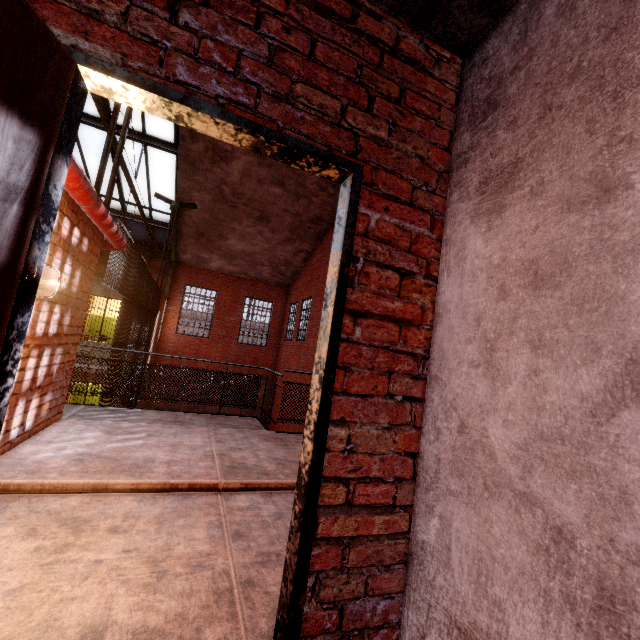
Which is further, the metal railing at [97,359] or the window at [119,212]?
the window at [119,212]

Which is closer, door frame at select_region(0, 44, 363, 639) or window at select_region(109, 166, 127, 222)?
door frame at select_region(0, 44, 363, 639)

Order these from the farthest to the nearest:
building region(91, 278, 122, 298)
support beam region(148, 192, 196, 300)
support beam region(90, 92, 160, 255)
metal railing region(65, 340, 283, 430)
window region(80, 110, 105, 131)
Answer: support beam region(148, 192, 196, 300) < building region(91, 278, 122, 298) < window region(80, 110, 105, 131) < metal railing region(65, 340, 283, 430) < support beam region(90, 92, 160, 255)

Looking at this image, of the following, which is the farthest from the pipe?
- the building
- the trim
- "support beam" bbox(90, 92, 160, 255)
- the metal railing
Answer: the trim

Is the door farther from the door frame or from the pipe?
the pipe

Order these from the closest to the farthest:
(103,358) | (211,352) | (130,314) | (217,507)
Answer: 1. (217,507)
2. (103,358)
3. (130,314)
4. (211,352)

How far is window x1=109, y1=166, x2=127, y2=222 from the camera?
11.70m

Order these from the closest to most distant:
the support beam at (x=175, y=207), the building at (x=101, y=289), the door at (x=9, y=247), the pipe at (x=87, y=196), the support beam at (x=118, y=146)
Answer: the door at (x=9, y=247)
the pipe at (x=87, y=196)
the support beam at (x=118, y=146)
the building at (x=101, y=289)
the support beam at (x=175, y=207)
